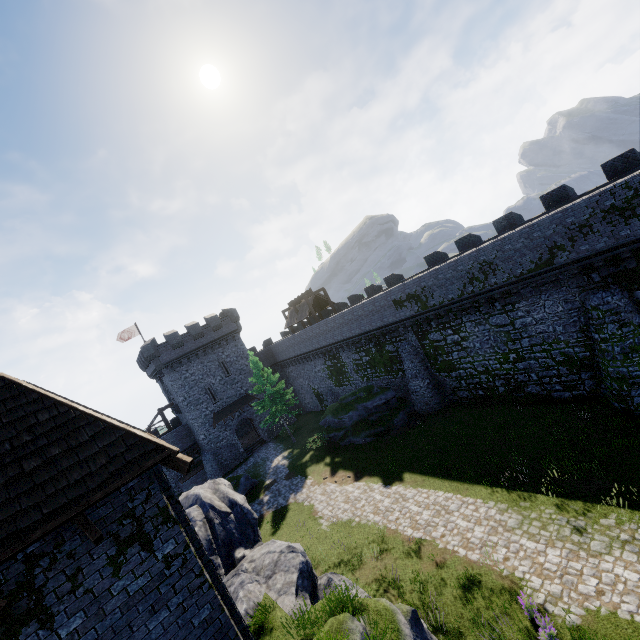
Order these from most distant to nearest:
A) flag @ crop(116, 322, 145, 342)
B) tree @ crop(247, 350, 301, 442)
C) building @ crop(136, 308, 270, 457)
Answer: flag @ crop(116, 322, 145, 342) < building @ crop(136, 308, 270, 457) < tree @ crop(247, 350, 301, 442)

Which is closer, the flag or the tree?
the tree

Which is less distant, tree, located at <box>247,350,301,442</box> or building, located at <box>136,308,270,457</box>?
tree, located at <box>247,350,301,442</box>

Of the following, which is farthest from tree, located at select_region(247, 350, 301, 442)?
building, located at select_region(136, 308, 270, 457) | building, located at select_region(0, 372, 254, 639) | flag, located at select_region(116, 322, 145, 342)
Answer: building, located at select_region(0, 372, 254, 639)

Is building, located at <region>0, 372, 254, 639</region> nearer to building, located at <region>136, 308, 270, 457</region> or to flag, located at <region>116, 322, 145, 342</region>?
building, located at <region>136, 308, 270, 457</region>

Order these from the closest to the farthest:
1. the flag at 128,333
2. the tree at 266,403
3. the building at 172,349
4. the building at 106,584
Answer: the building at 106,584 < the tree at 266,403 < the building at 172,349 < the flag at 128,333

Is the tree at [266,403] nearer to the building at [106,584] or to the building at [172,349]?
the building at [172,349]

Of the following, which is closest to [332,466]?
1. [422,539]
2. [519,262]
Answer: [422,539]
